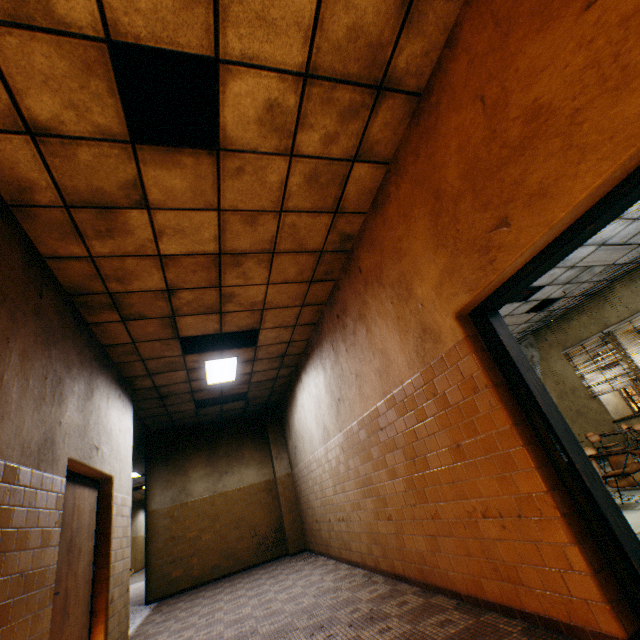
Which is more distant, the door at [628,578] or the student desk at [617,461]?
the student desk at [617,461]

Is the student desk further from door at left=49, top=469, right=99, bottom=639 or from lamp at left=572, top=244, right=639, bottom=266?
door at left=49, top=469, right=99, bottom=639

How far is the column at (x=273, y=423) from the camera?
8.7 meters

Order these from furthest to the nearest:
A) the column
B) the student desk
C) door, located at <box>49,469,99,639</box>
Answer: the column < the student desk < door, located at <box>49,469,99,639</box>

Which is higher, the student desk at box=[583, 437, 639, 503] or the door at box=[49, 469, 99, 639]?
the door at box=[49, 469, 99, 639]

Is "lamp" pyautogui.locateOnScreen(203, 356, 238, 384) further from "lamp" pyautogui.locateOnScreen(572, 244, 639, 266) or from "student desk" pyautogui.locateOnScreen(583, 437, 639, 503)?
"lamp" pyautogui.locateOnScreen(572, 244, 639, 266)

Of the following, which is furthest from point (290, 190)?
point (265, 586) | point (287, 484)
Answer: point (287, 484)

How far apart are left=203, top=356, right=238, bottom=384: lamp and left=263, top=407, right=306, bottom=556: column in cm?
312
